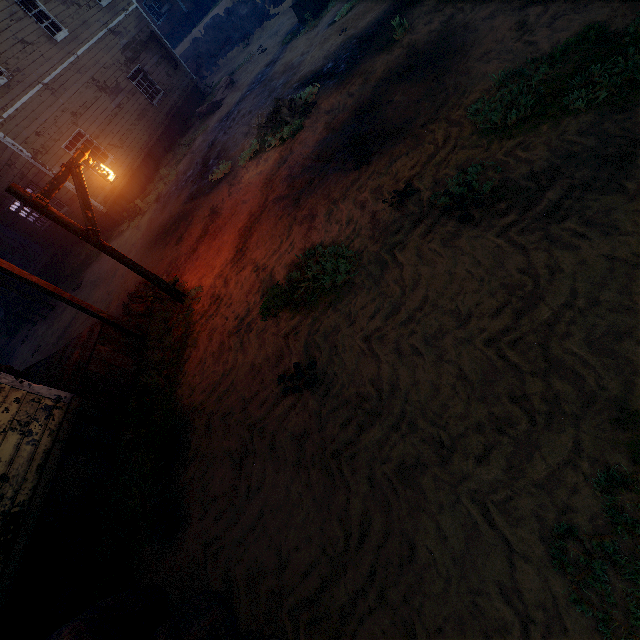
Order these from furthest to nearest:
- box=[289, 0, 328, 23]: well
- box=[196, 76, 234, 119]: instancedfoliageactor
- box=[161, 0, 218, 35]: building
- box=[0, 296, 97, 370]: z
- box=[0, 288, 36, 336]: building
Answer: box=[161, 0, 218, 35]: building, box=[196, 76, 234, 119]: instancedfoliageactor, box=[0, 288, 36, 336]: building, box=[289, 0, 328, 23]: well, box=[0, 296, 97, 370]: z

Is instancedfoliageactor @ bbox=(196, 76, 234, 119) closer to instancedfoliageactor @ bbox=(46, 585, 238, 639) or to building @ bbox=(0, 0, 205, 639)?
building @ bbox=(0, 0, 205, 639)

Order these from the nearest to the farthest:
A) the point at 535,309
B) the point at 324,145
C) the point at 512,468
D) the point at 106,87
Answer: the point at 512,468
the point at 535,309
the point at 324,145
the point at 106,87

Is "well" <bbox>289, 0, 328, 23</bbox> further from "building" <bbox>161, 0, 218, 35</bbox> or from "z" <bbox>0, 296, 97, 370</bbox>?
"building" <bbox>161, 0, 218, 35</bbox>

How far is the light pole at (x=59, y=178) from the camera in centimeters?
525cm

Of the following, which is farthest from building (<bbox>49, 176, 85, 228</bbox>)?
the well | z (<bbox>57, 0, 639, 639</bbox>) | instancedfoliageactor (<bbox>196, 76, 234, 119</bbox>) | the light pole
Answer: the well

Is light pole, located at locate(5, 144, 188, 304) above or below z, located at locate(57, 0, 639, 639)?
above

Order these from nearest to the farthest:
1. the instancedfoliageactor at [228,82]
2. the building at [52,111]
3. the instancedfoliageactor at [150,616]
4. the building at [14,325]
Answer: the instancedfoliageactor at [150,616] → the building at [52,111] → the building at [14,325] → the instancedfoliageactor at [228,82]
